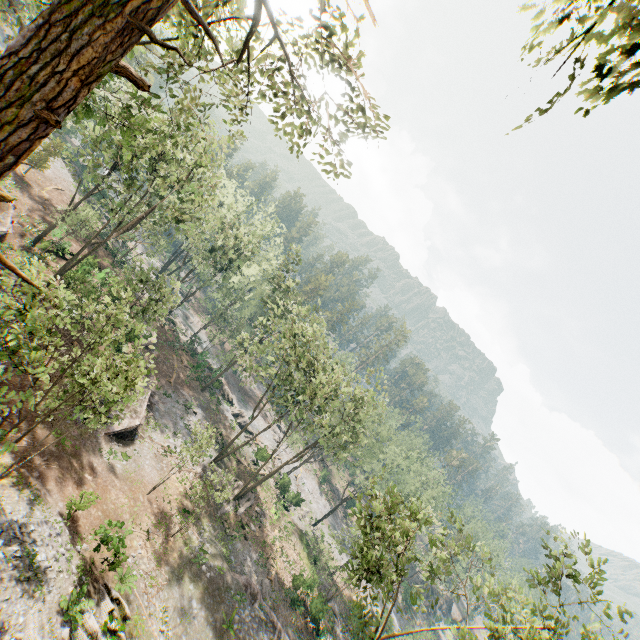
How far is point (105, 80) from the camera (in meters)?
9.24

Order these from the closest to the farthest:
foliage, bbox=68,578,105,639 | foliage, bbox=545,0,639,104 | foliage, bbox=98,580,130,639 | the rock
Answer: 1. foliage, bbox=545,0,639,104
2. foliage, bbox=68,578,105,639
3. foliage, bbox=98,580,130,639
4. the rock

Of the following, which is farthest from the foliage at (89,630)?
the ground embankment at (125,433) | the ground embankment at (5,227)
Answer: the ground embankment at (125,433)

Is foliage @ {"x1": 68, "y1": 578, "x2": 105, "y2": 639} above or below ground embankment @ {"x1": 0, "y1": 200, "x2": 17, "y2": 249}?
above

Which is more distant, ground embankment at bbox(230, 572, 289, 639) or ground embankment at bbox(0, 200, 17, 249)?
ground embankment at bbox(0, 200, 17, 249)

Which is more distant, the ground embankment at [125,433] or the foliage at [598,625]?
the ground embankment at [125,433]

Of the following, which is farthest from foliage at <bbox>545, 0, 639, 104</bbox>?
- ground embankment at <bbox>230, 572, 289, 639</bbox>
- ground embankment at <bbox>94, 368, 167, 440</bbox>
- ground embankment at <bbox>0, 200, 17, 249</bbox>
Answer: ground embankment at <bbox>94, 368, 167, 440</bbox>

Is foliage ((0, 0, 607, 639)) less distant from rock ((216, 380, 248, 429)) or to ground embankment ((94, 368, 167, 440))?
rock ((216, 380, 248, 429))
